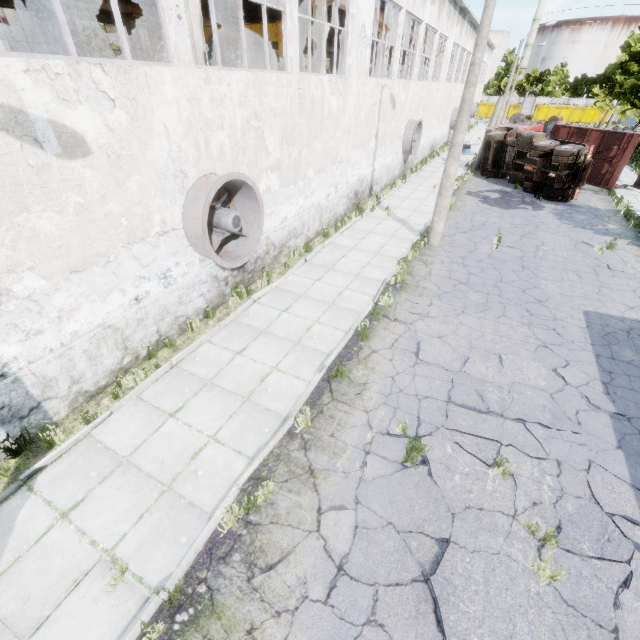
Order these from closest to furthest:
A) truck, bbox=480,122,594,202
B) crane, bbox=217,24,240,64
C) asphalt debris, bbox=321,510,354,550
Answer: asphalt debris, bbox=321,510,354,550 < crane, bbox=217,24,240,64 < truck, bbox=480,122,594,202

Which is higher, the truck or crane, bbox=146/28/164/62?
crane, bbox=146/28/164/62

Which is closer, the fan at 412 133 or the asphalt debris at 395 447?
the asphalt debris at 395 447

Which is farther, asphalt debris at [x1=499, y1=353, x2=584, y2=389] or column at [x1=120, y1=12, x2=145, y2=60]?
column at [x1=120, y1=12, x2=145, y2=60]

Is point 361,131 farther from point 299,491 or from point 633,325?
point 299,491

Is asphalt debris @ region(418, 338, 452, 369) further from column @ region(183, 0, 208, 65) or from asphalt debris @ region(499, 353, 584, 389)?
column @ region(183, 0, 208, 65)

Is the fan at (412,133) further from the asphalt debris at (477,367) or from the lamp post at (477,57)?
the asphalt debris at (477,367)

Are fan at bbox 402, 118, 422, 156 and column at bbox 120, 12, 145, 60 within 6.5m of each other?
no
